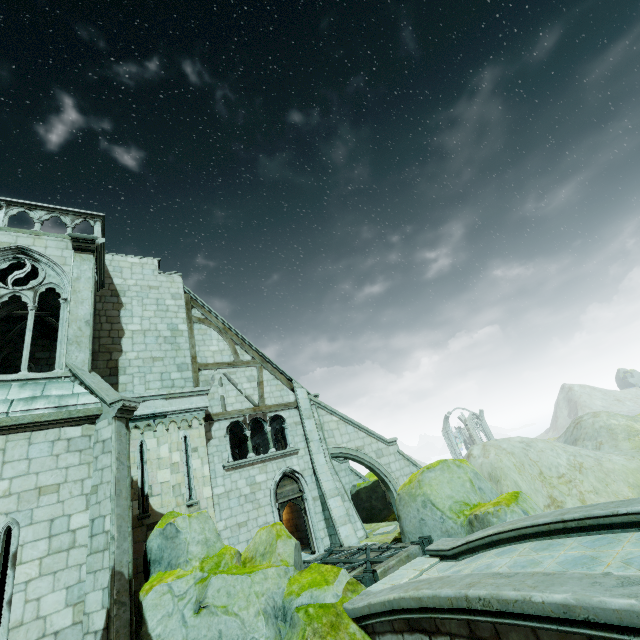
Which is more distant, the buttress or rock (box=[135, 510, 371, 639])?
the buttress

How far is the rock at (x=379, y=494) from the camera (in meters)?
17.62

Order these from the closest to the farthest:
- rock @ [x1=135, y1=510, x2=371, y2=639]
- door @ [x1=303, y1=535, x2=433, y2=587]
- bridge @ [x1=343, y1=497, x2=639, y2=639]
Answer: bridge @ [x1=343, y1=497, x2=639, y2=639]
rock @ [x1=135, y1=510, x2=371, y2=639]
door @ [x1=303, y1=535, x2=433, y2=587]

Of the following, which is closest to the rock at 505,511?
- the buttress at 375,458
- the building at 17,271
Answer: the buttress at 375,458

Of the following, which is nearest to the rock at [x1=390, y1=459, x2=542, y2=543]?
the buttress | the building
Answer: the buttress

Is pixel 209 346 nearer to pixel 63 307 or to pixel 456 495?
pixel 63 307

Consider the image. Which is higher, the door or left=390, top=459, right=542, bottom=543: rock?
left=390, top=459, right=542, bottom=543: rock

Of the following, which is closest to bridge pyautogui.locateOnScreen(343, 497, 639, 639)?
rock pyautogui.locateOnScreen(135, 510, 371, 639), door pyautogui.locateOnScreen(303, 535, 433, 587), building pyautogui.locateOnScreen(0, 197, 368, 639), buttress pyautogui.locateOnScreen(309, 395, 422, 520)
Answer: rock pyautogui.locateOnScreen(135, 510, 371, 639)
